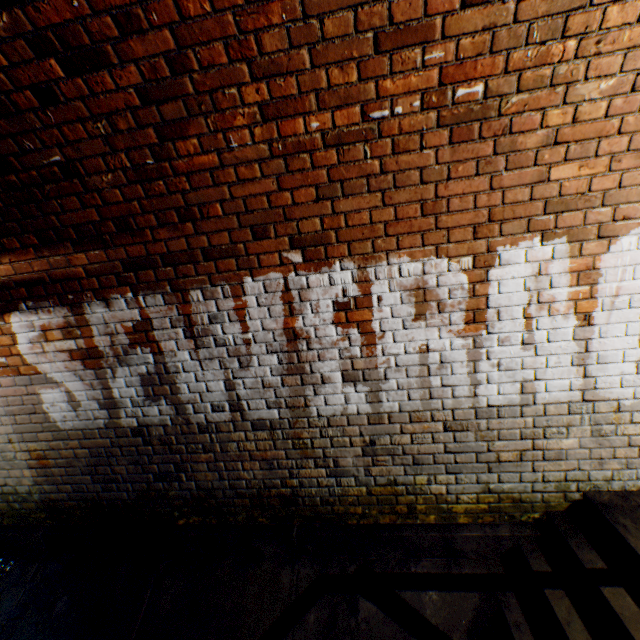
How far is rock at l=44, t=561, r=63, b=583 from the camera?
2.9 meters

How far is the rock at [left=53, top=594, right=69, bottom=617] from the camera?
2.7 meters

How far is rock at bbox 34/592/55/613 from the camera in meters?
2.7

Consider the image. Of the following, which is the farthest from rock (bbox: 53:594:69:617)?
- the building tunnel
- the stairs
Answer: the stairs

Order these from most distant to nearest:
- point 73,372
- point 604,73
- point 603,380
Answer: point 73,372, point 603,380, point 604,73

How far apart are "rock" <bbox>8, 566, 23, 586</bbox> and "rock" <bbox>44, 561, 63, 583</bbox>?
0.2m

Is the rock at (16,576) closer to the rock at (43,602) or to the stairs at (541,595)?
the rock at (43,602)

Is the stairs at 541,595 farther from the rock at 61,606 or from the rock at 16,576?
the rock at 16,576
